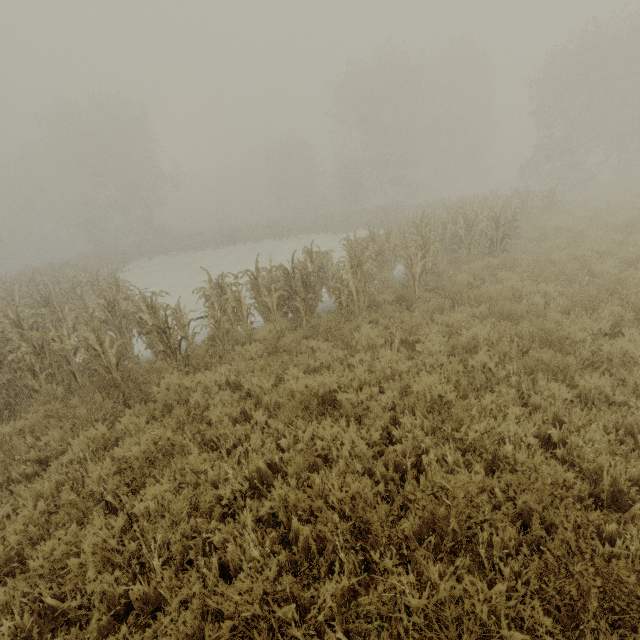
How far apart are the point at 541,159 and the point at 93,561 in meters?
38.4
